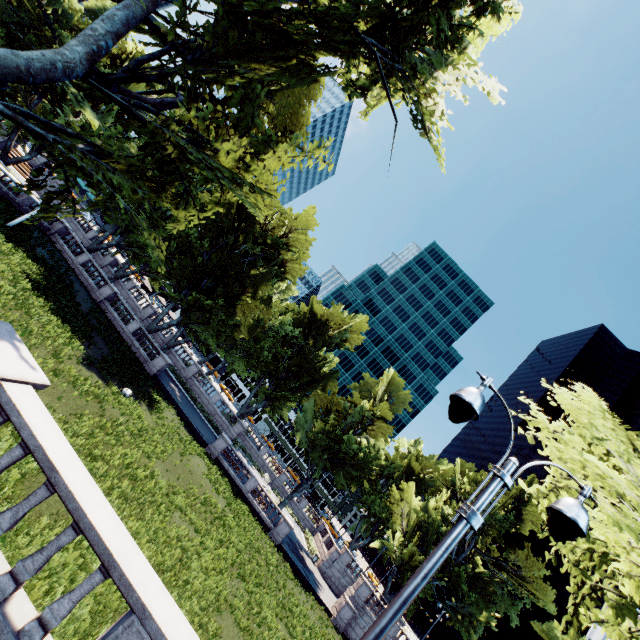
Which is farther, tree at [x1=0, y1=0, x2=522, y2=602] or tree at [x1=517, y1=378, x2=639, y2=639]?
tree at [x1=0, y1=0, x2=522, y2=602]

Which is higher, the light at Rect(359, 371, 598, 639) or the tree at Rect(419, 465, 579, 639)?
the tree at Rect(419, 465, 579, 639)

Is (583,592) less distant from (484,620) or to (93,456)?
(93,456)

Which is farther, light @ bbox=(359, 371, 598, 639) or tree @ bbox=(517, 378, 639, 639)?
tree @ bbox=(517, 378, 639, 639)

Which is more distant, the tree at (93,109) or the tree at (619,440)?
the tree at (93,109)
